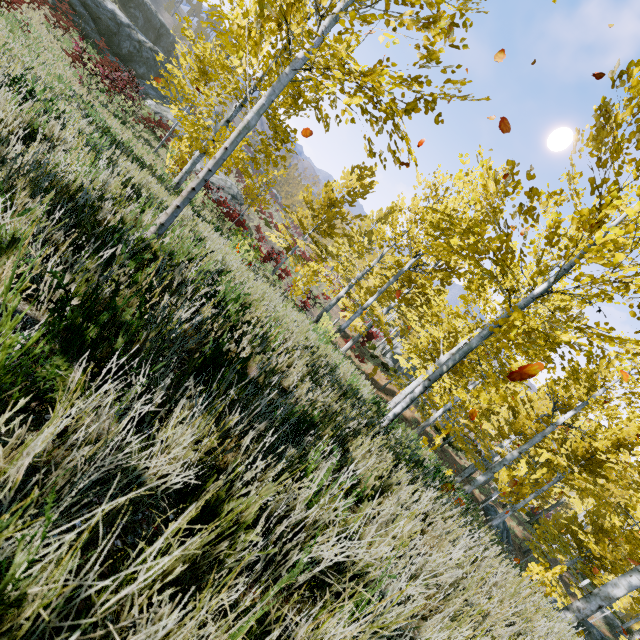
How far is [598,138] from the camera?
3.32m

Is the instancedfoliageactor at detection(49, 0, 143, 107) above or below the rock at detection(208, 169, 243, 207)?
above

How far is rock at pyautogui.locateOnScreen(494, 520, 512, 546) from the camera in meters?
21.9

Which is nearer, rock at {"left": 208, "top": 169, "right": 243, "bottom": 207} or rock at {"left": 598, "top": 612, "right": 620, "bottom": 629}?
rock at {"left": 208, "top": 169, "right": 243, "bottom": 207}

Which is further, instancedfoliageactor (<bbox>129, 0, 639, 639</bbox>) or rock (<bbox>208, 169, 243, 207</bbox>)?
rock (<bbox>208, 169, 243, 207</bbox>)

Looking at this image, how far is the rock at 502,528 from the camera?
21.9m

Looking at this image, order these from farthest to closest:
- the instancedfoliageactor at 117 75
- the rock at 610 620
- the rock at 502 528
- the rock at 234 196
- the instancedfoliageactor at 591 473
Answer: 1. the rock at 610 620
2. the rock at 234 196
3. the rock at 502 528
4. the instancedfoliageactor at 117 75
5. the instancedfoliageactor at 591 473

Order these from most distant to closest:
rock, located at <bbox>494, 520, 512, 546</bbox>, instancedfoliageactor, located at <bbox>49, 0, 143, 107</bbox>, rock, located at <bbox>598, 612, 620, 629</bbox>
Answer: rock, located at <bbox>598, 612, 620, 629</bbox>
rock, located at <bbox>494, 520, 512, 546</bbox>
instancedfoliageactor, located at <bbox>49, 0, 143, 107</bbox>
